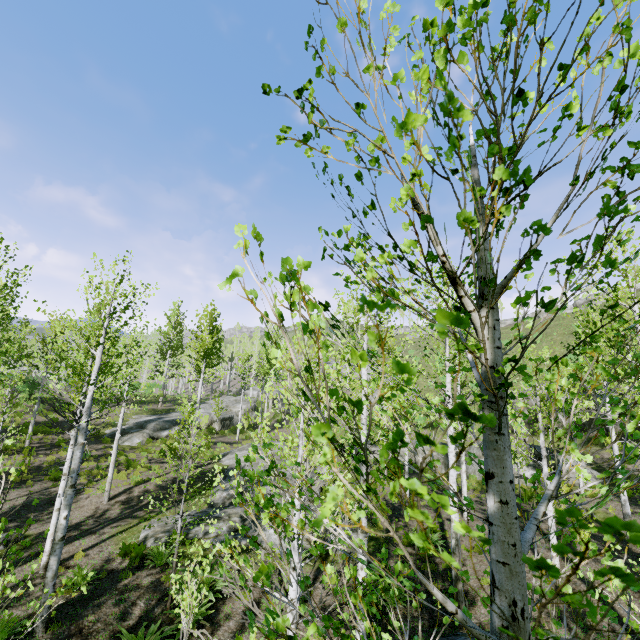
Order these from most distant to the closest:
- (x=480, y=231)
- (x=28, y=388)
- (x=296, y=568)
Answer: (x=28, y=388) → (x=296, y=568) → (x=480, y=231)

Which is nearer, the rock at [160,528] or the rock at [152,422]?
the rock at [160,528]

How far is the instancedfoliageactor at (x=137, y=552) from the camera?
10.1 meters

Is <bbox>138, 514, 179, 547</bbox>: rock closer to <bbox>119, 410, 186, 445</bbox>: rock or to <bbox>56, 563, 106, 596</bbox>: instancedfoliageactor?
<bbox>56, 563, 106, 596</bbox>: instancedfoliageactor

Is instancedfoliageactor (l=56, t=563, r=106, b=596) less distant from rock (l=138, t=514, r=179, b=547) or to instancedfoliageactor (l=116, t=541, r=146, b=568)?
rock (l=138, t=514, r=179, b=547)

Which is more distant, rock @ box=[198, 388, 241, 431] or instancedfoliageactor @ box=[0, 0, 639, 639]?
rock @ box=[198, 388, 241, 431]

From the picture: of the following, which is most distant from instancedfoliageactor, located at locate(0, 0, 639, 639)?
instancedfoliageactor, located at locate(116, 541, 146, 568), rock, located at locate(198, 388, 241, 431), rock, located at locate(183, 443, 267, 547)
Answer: instancedfoliageactor, located at locate(116, 541, 146, 568)

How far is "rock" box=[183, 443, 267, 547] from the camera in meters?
12.2 m
